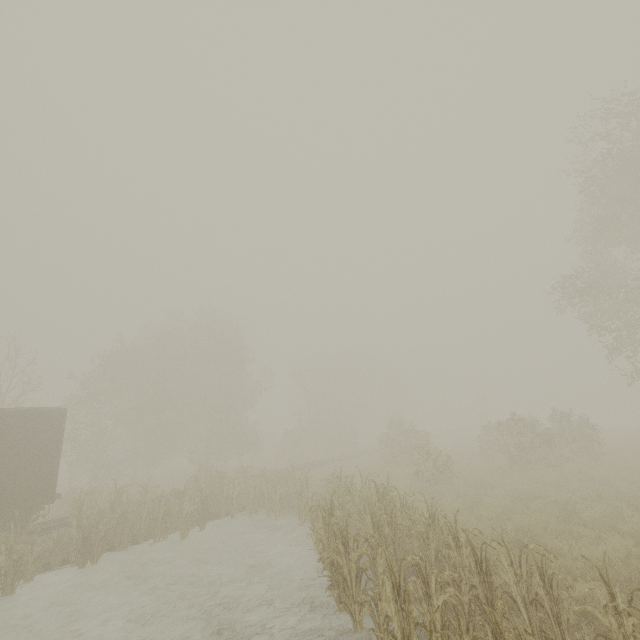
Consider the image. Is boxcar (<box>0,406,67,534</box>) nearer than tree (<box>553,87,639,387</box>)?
Yes

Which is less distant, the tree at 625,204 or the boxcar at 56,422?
the boxcar at 56,422

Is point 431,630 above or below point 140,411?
below

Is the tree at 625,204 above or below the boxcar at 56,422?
above

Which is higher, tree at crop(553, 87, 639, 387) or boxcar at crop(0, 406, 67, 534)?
tree at crop(553, 87, 639, 387)
